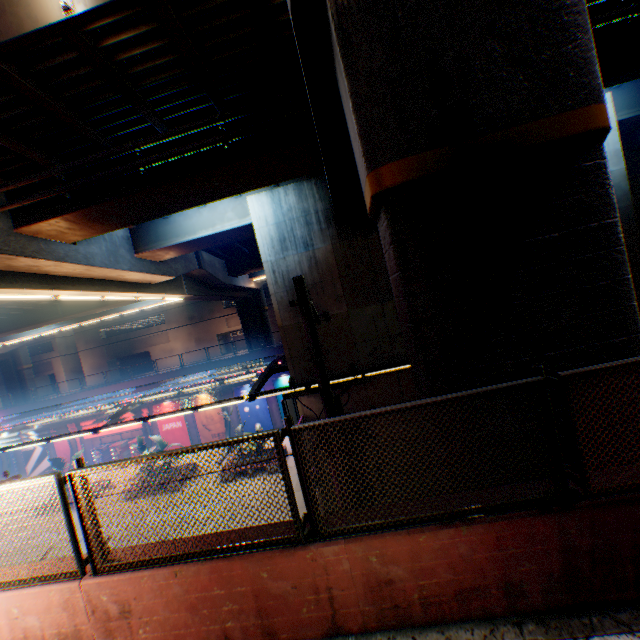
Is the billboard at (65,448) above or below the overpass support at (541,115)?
below

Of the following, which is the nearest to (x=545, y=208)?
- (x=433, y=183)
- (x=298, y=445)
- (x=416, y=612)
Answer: (x=433, y=183)

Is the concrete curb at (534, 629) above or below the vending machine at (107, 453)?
above

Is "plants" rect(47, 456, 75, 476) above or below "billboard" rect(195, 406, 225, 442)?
above

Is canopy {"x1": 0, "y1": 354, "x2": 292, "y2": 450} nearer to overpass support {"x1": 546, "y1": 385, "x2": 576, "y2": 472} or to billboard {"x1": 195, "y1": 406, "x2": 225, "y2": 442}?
billboard {"x1": 195, "y1": 406, "x2": 225, "y2": 442}

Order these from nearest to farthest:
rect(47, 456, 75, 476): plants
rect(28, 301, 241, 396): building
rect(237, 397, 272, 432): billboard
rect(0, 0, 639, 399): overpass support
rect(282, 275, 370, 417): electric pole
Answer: rect(0, 0, 639, 399): overpass support < rect(282, 275, 370, 417): electric pole < rect(47, 456, 75, 476): plants < rect(237, 397, 272, 432): billboard < rect(28, 301, 241, 396): building

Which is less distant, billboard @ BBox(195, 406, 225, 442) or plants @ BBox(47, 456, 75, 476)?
plants @ BBox(47, 456, 75, 476)

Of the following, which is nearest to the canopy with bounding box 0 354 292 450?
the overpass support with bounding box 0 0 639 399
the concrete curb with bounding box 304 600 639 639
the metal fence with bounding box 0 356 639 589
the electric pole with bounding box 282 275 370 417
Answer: the metal fence with bounding box 0 356 639 589
